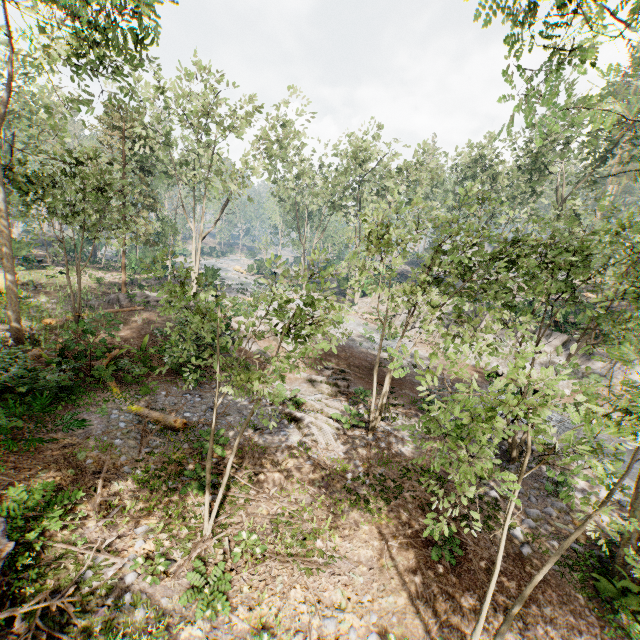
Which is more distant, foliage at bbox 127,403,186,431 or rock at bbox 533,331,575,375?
rock at bbox 533,331,575,375

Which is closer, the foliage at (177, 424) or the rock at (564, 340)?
the foliage at (177, 424)

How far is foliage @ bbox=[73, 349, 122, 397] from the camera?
12.6 meters

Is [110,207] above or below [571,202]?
below

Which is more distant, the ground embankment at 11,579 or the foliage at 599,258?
the ground embankment at 11,579

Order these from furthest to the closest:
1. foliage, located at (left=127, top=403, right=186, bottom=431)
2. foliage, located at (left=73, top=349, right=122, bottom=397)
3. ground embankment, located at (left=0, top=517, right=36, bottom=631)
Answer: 1. foliage, located at (left=73, top=349, right=122, bottom=397)
2. foliage, located at (left=127, top=403, right=186, bottom=431)
3. ground embankment, located at (left=0, top=517, right=36, bottom=631)

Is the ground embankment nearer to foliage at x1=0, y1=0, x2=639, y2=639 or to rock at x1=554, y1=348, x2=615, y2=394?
foliage at x1=0, y1=0, x2=639, y2=639
